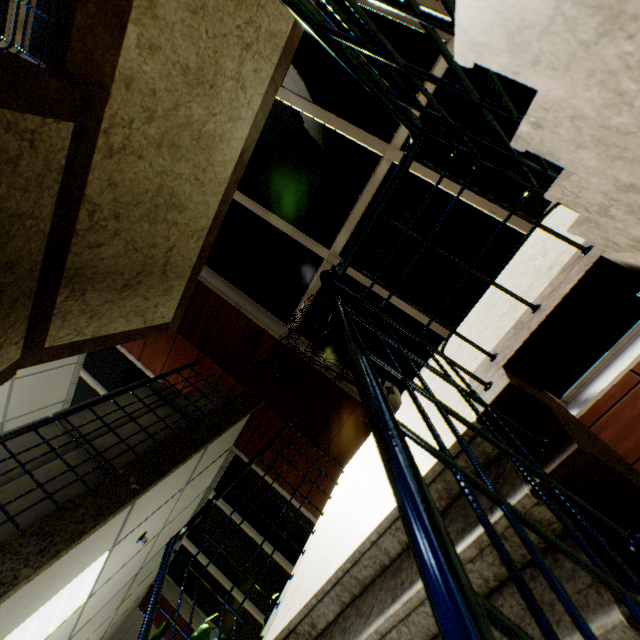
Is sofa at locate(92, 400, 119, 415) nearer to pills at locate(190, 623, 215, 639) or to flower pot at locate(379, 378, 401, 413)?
flower pot at locate(379, 378, 401, 413)

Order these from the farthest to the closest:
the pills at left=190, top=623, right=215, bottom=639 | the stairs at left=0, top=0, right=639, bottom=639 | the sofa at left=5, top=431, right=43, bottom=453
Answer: the pills at left=190, top=623, right=215, bottom=639
the sofa at left=5, top=431, right=43, bottom=453
the stairs at left=0, top=0, right=639, bottom=639

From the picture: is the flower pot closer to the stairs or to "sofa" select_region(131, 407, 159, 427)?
the stairs

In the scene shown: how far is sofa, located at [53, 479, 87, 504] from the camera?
2.7m

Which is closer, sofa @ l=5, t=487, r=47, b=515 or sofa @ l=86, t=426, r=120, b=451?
sofa @ l=5, t=487, r=47, b=515

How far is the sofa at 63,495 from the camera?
2.7 meters

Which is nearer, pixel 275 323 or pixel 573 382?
pixel 573 382

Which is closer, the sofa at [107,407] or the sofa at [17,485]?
the sofa at [17,485]
